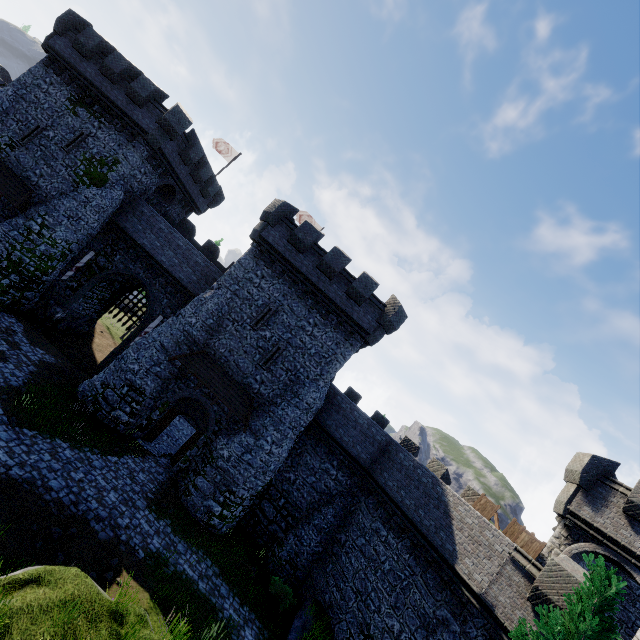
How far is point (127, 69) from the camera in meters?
21.7

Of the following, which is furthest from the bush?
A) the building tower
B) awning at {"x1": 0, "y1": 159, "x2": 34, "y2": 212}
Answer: awning at {"x1": 0, "y1": 159, "x2": 34, "y2": 212}

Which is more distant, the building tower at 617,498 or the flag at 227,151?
the flag at 227,151

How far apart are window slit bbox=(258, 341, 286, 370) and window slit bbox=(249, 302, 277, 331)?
1.3 meters

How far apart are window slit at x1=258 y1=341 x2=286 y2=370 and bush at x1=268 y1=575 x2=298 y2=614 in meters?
11.1

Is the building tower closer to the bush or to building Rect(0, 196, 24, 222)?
the bush

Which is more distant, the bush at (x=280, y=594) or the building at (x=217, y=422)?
the building at (x=217, y=422)

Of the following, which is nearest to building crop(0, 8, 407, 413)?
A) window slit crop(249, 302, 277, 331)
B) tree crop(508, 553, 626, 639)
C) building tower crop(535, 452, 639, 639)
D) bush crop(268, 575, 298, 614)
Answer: window slit crop(249, 302, 277, 331)
